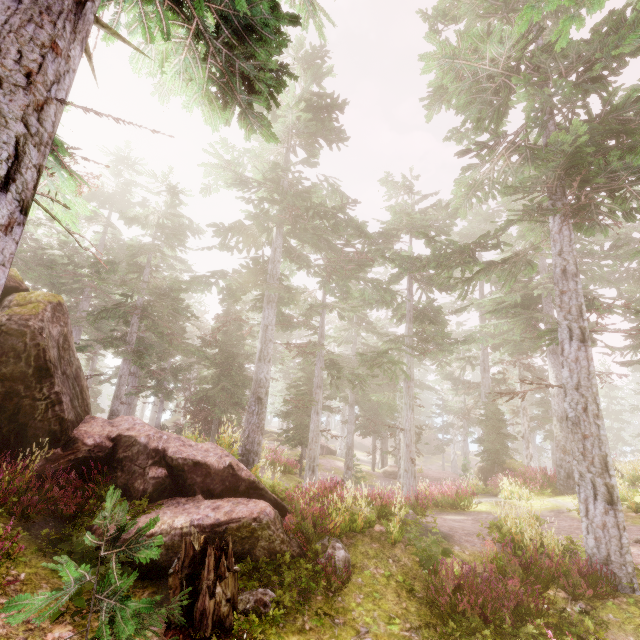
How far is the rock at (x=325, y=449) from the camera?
35.2m

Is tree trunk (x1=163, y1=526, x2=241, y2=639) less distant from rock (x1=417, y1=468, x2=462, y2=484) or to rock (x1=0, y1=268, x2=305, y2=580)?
rock (x1=0, y1=268, x2=305, y2=580)

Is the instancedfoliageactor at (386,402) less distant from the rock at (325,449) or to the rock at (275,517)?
the rock at (275,517)

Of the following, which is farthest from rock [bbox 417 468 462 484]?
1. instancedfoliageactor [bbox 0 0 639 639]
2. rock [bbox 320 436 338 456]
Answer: rock [bbox 320 436 338 456]

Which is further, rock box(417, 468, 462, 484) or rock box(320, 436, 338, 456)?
rock box(320, 436, 338, 456)

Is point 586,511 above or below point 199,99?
below

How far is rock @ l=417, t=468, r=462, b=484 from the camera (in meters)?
28.75

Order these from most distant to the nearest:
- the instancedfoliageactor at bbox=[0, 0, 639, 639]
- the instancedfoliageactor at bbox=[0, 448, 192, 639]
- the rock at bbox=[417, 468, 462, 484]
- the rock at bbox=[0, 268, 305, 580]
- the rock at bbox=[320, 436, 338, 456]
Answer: the rock at bbox=[320, 436, 338, 456] → the rock at bbox=[417, 468, 462, 484] → the rock at bbox=[0, 268, 305, 580] → the instancedfoliageactor at bbox=[0, 0, 639, 639] → the instancedfoliageactor at bbox=[0, 448, 192, 639]
